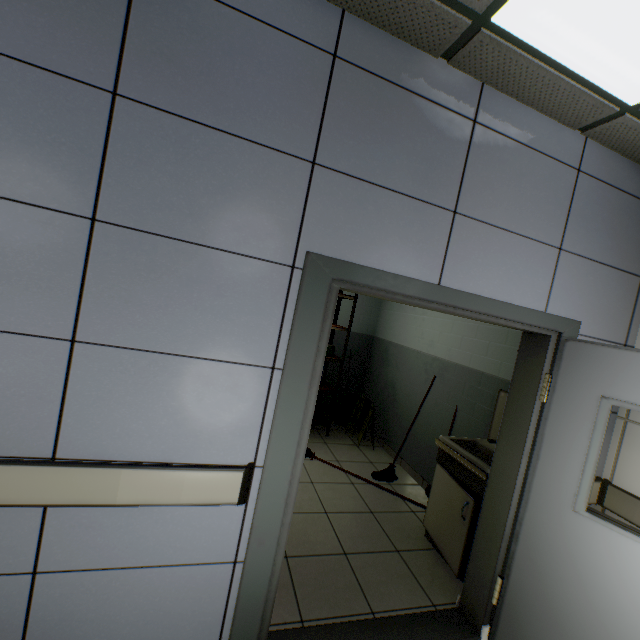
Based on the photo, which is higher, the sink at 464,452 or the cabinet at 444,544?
the sink at 464,452

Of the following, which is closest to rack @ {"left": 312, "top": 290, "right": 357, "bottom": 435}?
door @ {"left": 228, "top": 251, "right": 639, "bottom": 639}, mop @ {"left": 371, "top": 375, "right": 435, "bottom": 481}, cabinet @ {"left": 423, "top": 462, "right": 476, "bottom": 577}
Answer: mop @ {"left": 371, "top": 375, "right": 435, "bottom": 481}

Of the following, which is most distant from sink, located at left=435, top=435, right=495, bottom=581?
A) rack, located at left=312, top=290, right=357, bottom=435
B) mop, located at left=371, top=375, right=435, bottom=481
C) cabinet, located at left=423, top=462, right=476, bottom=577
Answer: rack, located at left=312, top=290, right=357, bottom=435

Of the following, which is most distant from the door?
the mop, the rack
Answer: the rack

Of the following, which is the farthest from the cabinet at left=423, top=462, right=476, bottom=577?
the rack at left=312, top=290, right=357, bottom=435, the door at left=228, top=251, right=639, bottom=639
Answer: the rack at left=312, top=290, right=357, bottom=435

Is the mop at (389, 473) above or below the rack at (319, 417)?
Answer: below

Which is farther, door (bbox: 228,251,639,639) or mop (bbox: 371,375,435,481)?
mop (bbox: 371,375,435,481)

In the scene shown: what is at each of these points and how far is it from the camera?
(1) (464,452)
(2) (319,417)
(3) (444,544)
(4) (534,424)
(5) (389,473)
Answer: (1) sink, 2.7m
(2) rack, 5.1m
(3) cabinet, 2.7m
(4) door, 2.1m
(5) mop, 4.0m
